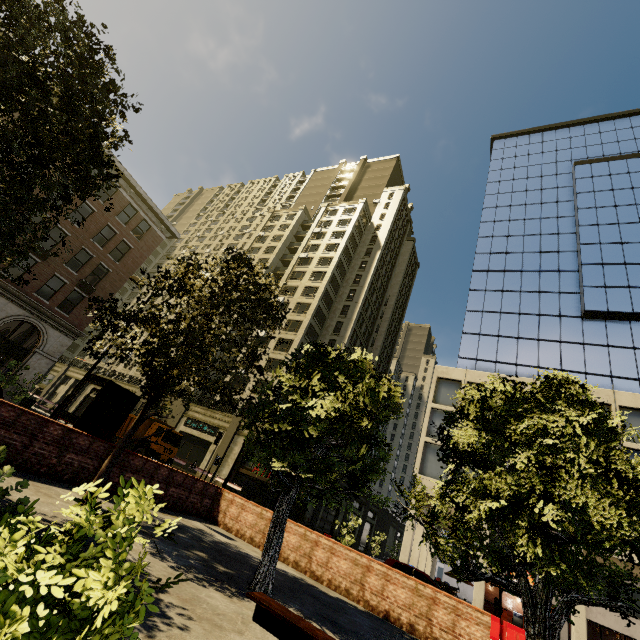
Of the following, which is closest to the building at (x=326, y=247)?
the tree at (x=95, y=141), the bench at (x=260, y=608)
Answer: the tree at (x=95, y=141)

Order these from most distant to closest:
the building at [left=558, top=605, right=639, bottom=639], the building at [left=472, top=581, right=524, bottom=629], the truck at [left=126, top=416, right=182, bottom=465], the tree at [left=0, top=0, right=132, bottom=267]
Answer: the truck at [left=126, top=416, right=182, bottom=465]
the building at [left=472, top=581, right=524, bottom=629]
the building at [left=558, top=605, right=639, bottom=639]
the tree at [left=0, top=0, right=132, bottom=267]

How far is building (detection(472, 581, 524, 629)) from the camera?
19.9 meters

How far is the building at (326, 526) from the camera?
30.27m

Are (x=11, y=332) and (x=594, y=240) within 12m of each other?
no

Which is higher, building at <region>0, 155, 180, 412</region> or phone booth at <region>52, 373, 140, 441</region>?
building at <region>0, 155, 180, 412</region>
